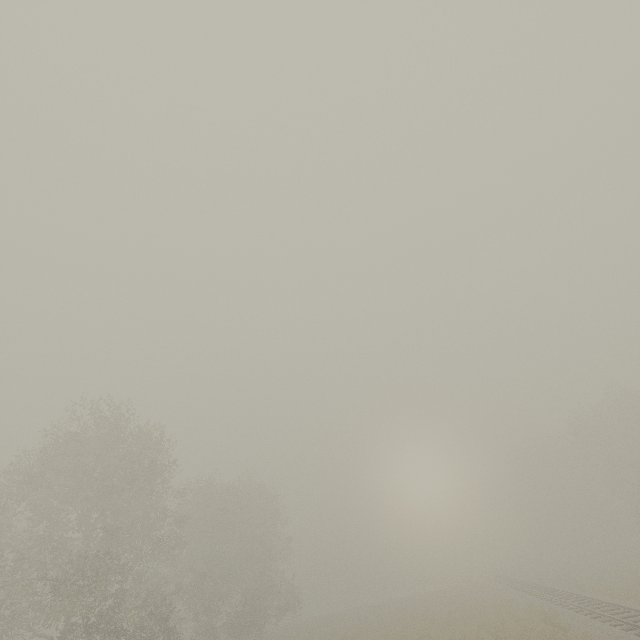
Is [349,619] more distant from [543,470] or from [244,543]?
[543,470]
